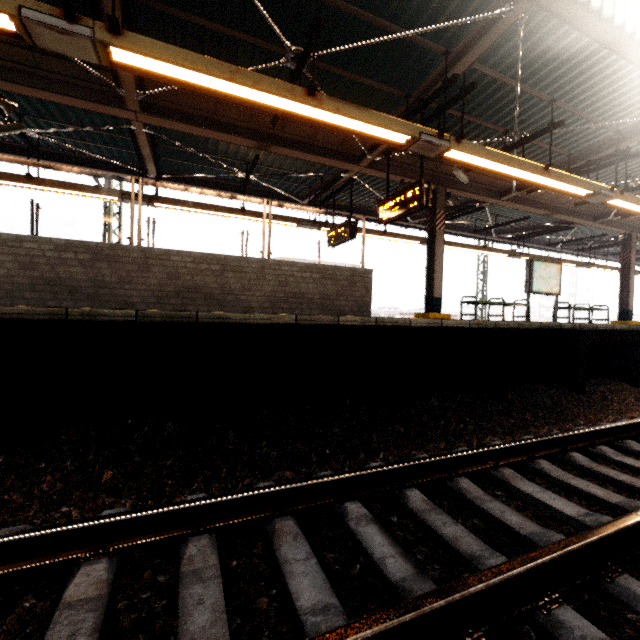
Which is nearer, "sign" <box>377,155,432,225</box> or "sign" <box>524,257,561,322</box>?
"sign" <box>377,155,432,225</box>

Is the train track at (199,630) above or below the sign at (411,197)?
below

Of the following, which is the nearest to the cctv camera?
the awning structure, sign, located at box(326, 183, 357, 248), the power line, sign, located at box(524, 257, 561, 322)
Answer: the awning structure

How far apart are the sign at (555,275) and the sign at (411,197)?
6.02m

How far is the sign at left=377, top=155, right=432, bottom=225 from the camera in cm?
614

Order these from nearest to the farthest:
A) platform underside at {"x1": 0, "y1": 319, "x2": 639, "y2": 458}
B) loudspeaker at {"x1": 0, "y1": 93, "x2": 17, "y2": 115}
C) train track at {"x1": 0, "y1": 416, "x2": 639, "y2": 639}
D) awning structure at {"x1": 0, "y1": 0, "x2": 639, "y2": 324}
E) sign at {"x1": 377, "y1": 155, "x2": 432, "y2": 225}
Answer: train track at {"x1": 0, "y1": 416, "x2": 639, "y2": 639} < platform underside at {"x1": 0, "y1": 319, "x2": 639, "y2": 458} < awning structure at {"x1": 0, "y1": 0, "x2": 639, "y2": 324} < loudspeaker at {"x1": 0, "y1": 93, "x2": 17, "y2": 115} < sign at {"x1": 377, "y1": 155, "x2": 432, "y2": 225}

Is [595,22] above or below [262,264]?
above

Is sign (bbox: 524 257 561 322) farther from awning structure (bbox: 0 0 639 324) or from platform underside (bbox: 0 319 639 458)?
platform underside (bbox: 0 319 639 458)
